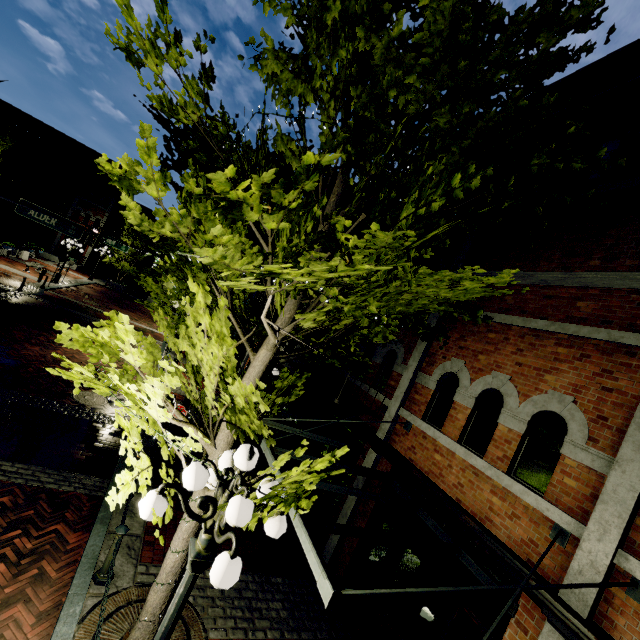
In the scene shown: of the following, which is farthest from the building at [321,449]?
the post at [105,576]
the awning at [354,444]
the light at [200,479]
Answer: the post at [105,576]

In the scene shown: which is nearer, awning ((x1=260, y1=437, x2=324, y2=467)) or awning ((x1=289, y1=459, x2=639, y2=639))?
awning ((x1=289, y1=459, x2=639, y2=639))

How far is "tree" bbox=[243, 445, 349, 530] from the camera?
2.9m

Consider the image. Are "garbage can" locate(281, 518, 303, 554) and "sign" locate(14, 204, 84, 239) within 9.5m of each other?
no

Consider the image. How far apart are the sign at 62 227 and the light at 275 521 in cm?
1011

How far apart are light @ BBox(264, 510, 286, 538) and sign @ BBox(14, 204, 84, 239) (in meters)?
10.11

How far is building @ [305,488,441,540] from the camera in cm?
602

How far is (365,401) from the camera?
8.50m
